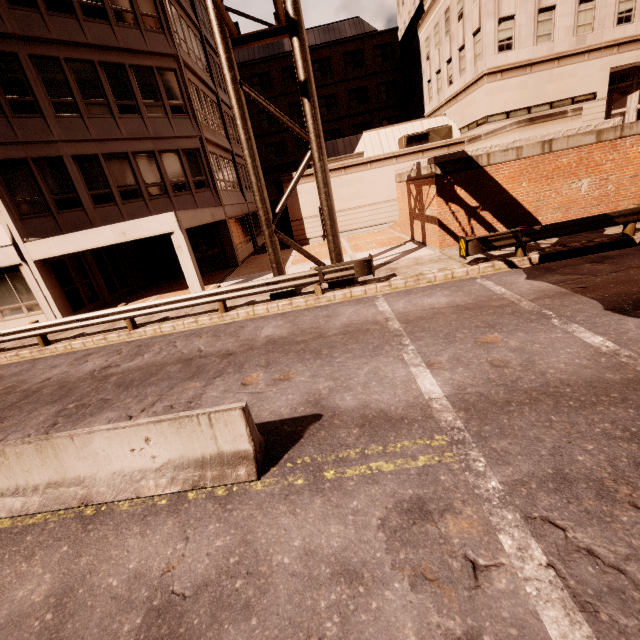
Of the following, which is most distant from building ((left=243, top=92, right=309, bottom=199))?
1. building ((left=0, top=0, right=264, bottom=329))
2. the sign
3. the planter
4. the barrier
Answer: the barrier

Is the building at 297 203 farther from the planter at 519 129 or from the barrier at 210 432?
the barrier at 210 432

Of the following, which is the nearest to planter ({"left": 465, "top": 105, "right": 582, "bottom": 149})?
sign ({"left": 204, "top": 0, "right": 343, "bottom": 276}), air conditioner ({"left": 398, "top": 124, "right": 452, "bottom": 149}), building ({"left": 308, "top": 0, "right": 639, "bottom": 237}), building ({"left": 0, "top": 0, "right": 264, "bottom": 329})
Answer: building ({"left": 308, "top": 0, "right": 639, "bottom": 237})

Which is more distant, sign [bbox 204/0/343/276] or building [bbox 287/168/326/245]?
building [bbox 287/168/326/245]

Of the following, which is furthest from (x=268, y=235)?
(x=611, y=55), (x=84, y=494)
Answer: (x=611, y=55)

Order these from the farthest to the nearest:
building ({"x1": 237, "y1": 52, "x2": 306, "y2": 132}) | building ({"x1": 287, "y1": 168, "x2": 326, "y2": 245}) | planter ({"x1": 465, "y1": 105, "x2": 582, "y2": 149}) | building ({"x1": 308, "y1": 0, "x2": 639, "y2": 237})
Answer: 1. building ({"x1": 237, "y1": 52, "x2": 306, "y2": 132})
2. building ({"x1": 287, "y1": 168, "x2": 326, "y2": 245})
3. building ({"x1": 308, "y1": 0, "x2": 639, "y2": 237})
4. planter ({"x1": 465, "y1": 105, "x2": 582, "y2": 149})

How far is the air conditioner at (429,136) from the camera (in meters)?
22.53

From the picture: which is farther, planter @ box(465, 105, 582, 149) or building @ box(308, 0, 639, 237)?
building @ box(308, 0, 639, 237)
